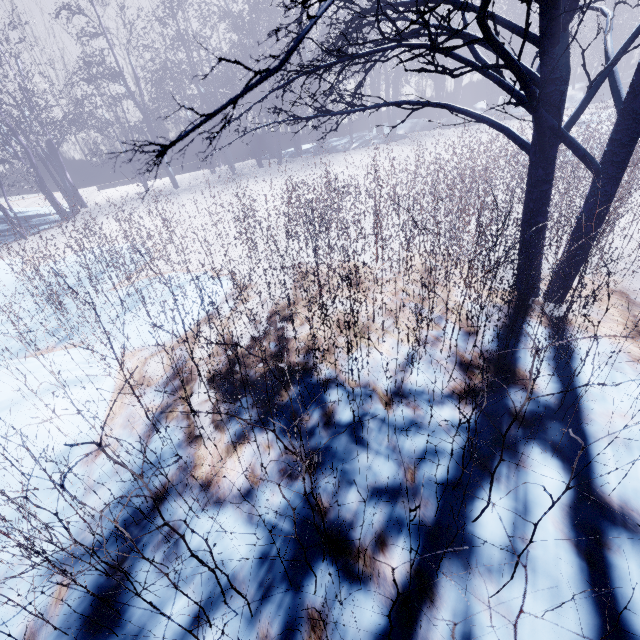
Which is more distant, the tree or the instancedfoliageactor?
the instancedfoliageactor

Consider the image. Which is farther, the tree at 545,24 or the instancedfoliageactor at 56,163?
the instancedfoliageactor at 56,163

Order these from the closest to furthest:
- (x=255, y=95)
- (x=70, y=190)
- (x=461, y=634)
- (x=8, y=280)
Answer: (x=461, y=634) < (x=8, y=280) < (x=70, y=190) < (x=255, y=95)
